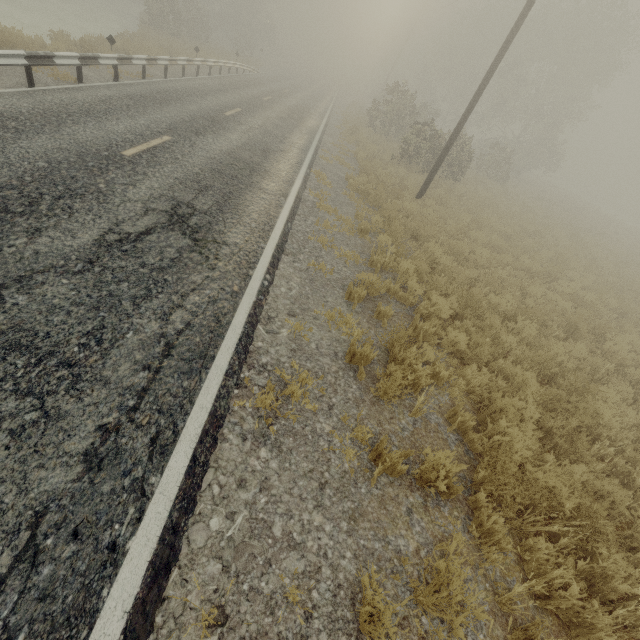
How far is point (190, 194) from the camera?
6.7m
